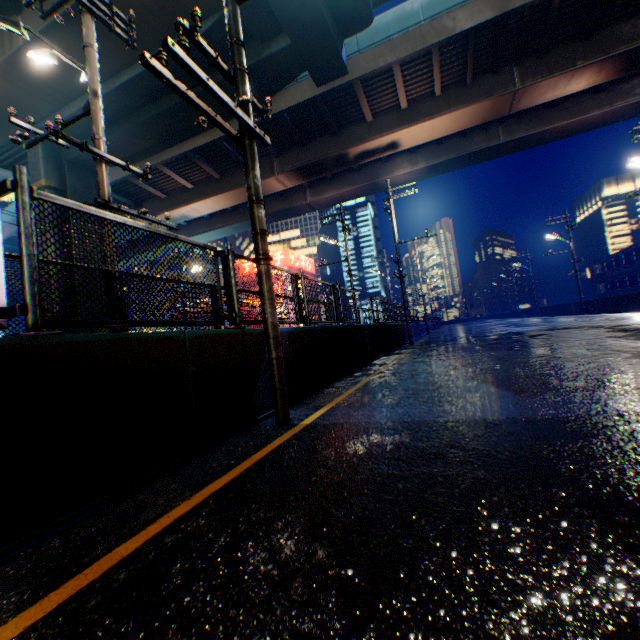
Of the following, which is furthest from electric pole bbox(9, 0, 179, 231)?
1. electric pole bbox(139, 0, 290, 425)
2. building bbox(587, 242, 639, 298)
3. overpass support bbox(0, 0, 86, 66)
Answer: building bbox(587, 242, 639, 298)

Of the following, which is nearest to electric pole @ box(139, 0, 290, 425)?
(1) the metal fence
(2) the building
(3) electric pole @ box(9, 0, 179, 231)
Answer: (1) the metal fence

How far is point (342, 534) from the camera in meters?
1.7 m

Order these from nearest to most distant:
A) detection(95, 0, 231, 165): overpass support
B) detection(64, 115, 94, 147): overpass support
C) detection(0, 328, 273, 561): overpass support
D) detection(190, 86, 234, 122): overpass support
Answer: detection(0, 328, 273, 561): overpass support
detection(95, 0, 231, 165): overpass support
detection(190, 86, 234, 122): overpass support
detection(64, 115, 94, 147): overpass support

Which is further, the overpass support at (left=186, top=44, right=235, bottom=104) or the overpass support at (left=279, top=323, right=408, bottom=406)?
the overpass support at (left=186, top=44, right=235, bottom=104)

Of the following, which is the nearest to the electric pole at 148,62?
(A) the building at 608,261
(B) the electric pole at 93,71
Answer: (B) the electric pole at 93,71

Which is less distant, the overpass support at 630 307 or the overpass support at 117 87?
the overpass support at 117 87
